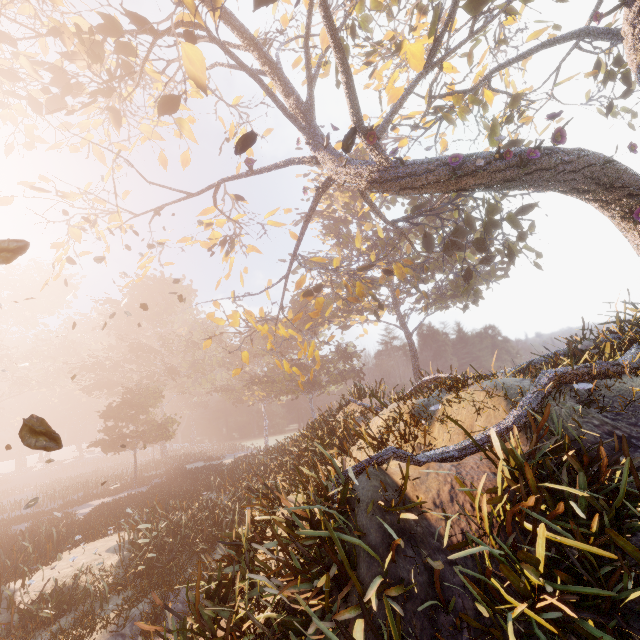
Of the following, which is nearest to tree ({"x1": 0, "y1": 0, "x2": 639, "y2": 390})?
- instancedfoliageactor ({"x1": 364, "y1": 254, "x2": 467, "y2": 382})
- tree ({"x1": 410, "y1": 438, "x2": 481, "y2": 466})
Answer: tree ({"x1": 410, "y1": 438, "x2": 481, "y2": 466})

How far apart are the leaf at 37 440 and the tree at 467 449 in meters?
3.6 m

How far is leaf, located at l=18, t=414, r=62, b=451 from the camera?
2.0 meters

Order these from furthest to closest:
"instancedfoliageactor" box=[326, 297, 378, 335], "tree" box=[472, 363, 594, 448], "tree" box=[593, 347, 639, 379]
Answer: "instancedfoliageactor" box=[326, 297, 378, 335], "tree" box=[593, 347, 639, 379], "tree" box=[472, 363, 594, 448]

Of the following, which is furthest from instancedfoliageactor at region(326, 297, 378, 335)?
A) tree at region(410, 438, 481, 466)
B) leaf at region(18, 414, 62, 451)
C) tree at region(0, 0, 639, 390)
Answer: leaf at region(18, 414, 62, 451)

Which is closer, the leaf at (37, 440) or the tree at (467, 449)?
the leaf at (37, 440)

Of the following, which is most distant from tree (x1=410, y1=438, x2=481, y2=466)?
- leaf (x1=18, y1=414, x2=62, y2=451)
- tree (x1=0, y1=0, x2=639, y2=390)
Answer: leaf (x1=18, y1=414, x2=62, y2=451)

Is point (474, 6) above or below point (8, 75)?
below
